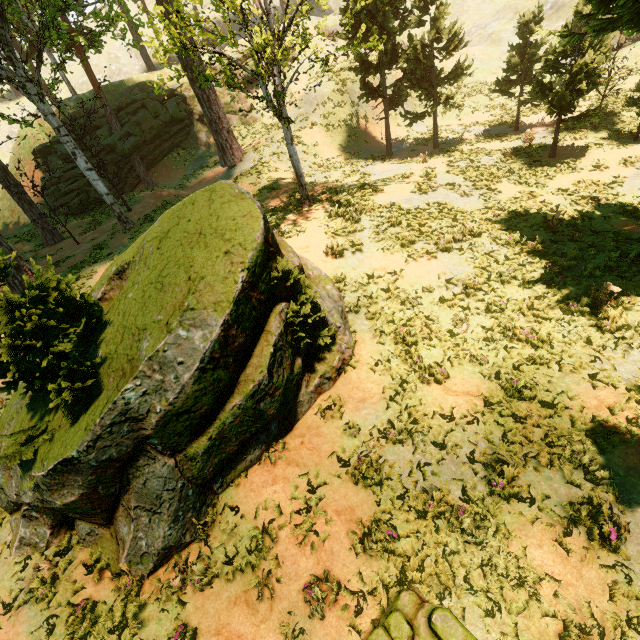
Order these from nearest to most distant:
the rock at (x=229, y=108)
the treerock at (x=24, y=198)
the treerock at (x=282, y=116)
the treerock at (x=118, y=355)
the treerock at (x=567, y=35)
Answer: the treerock at (x=118, y=355) → the treerock at (x=567, y=35) → the treerock at (x=282, y=116) → the treerock at (x=24, y=198) → the rock at (x=229, y=108)

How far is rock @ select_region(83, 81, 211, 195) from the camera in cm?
2811

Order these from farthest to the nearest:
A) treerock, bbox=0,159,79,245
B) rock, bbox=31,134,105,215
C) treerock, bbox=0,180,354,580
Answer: rock, bbox=31,134,105,215
treerock, bbox=0,159,79,245
treerock, bbox=0,180,354,580

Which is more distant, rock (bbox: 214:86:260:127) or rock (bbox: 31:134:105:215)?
rock (bbox: 214:86:260:127)

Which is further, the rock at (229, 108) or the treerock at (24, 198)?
the rock at (229, 108)

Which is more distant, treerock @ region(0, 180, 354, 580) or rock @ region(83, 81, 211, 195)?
rock @ region(83, 81, 211, 195)

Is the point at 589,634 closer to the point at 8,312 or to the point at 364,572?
the point at 364,572

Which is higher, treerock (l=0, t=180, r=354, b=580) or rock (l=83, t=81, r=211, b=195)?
rock (l=83, t=81, r=211, b=195)
